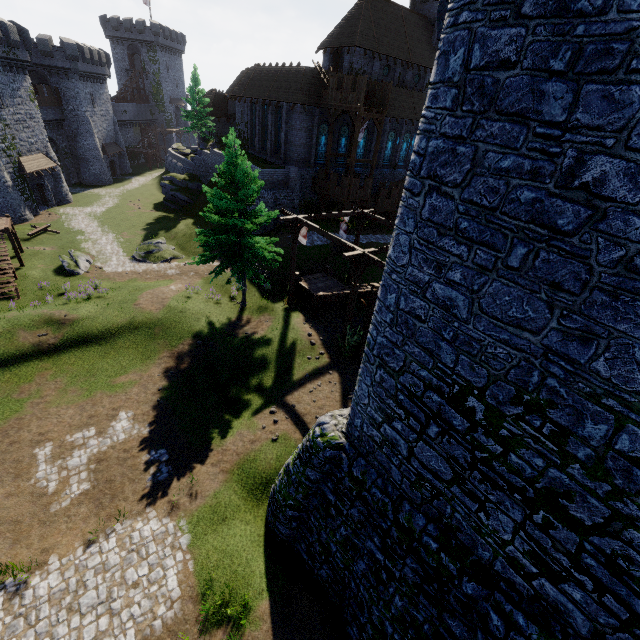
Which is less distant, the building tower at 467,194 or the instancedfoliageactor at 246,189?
the building tower at 467,194

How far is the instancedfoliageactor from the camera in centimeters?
1802cm

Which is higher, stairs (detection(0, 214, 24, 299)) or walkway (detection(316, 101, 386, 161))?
walkway (detection(316, 101, 386, 161))

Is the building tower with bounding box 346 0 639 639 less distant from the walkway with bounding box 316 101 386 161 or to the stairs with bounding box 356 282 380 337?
the stairs with bounding box 356 282 380 337

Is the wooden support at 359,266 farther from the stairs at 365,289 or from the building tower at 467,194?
the building tower at 467,194

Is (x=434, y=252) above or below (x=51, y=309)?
above

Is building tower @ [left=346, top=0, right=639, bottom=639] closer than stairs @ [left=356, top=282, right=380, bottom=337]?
Yes

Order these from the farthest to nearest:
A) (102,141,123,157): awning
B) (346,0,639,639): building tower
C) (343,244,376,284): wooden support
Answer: (102,141,123,157): awning → (343,244,376,284): wooden support → (346,0,639,639): building tower
